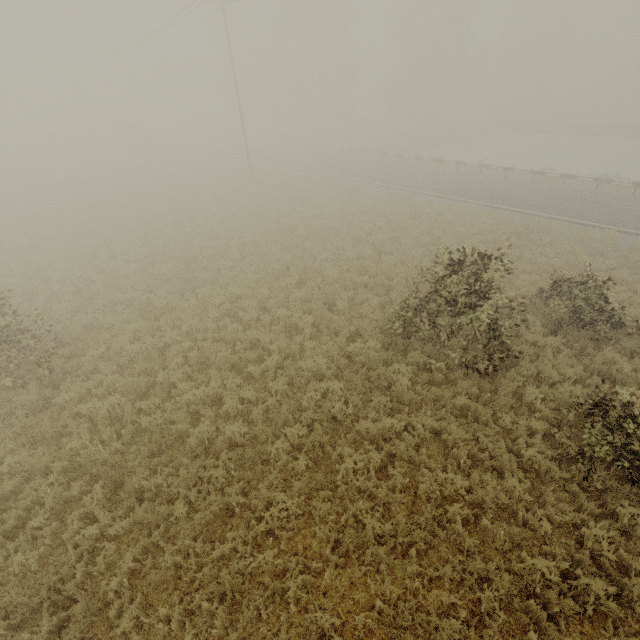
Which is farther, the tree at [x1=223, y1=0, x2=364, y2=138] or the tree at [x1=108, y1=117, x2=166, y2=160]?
the tree at [x1=223, y1=0, x2=364, y2=138]

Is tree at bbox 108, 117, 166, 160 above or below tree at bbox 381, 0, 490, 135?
below

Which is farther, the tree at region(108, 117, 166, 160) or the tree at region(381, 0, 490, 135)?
the tree at region(108, 117, 166, 160)

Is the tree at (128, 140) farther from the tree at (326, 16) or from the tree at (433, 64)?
the tree at (433, 64)

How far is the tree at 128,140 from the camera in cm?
3947

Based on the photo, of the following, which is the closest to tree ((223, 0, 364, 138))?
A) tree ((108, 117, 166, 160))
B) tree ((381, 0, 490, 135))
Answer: tree ((381, 0, 490, 135))

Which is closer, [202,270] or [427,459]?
[427,459]
